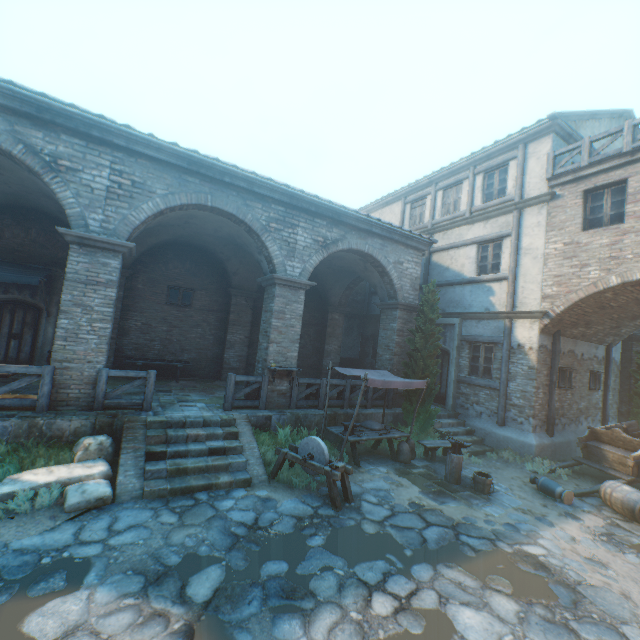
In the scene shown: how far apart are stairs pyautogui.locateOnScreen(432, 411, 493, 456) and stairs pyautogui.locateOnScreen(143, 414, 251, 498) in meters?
7.0 m

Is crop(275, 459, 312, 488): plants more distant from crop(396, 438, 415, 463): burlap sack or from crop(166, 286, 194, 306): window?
crop(166, 286, 194, 306): window

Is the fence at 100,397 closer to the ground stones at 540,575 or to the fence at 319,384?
the ground stones at 540,575

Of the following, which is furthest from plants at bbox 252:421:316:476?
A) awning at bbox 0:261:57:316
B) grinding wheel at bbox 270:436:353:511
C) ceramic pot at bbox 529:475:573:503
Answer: awning at bbox 0:261:57:316

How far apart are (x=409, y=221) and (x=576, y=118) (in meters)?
7.20

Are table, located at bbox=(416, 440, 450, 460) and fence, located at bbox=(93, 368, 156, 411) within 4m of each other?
no

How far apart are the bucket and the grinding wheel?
3.26m

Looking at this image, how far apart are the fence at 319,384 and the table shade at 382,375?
1.0 meters
